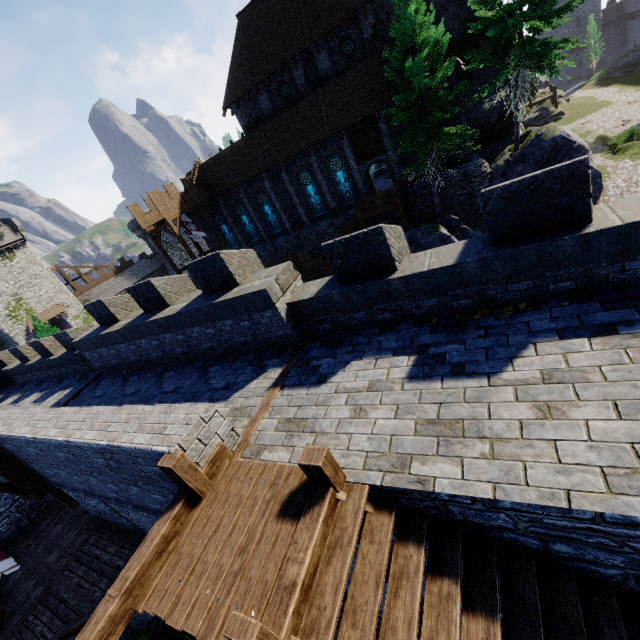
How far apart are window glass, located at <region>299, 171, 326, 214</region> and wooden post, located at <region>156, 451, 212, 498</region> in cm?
2657

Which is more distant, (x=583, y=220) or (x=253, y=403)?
(x=253, y=403)

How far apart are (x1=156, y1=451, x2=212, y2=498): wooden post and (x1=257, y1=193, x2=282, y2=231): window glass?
28.47m

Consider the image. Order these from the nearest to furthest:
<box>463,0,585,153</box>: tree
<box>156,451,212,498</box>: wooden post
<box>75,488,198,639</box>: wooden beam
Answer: <box>75,488,198,639</box>: wooden beam
<box>156,451,212,498</box>: wooden post
<box>463,0,585,153</box>: tree

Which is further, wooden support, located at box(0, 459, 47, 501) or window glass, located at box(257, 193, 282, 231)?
window glass, located at box(257, 193, 282, 231)

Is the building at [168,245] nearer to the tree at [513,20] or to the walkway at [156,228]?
the walkway at [156,228]

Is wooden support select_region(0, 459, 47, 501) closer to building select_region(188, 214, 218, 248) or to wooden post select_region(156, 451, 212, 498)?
wooden post select_region(156, 451, 212, 498)

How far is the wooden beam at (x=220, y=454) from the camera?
5.2 meters
